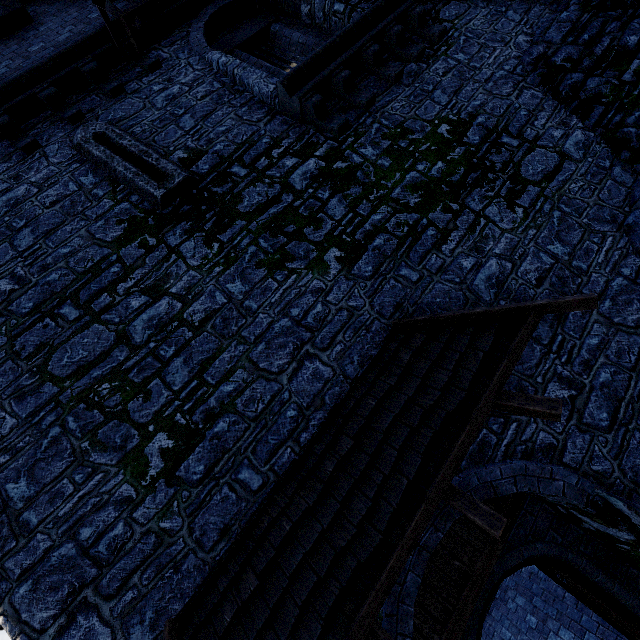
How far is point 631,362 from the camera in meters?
4.2

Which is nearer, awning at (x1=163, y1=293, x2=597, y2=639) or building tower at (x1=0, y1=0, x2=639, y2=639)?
awning at (x1=163, y1=293, x2=597, y2=639)

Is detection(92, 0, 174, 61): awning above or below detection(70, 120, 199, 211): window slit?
above

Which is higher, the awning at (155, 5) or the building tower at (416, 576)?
the awning at (155, 5)

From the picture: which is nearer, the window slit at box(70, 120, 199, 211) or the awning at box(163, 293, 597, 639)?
the awning at box(163, 293, 597, 639)

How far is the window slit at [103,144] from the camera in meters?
5.4 m

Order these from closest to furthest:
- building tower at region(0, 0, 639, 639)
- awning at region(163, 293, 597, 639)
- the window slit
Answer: awning at region(163, 293, 597, 639) → building tower at region(0, 0, 639, 639) → the window slit

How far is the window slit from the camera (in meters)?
5.42
